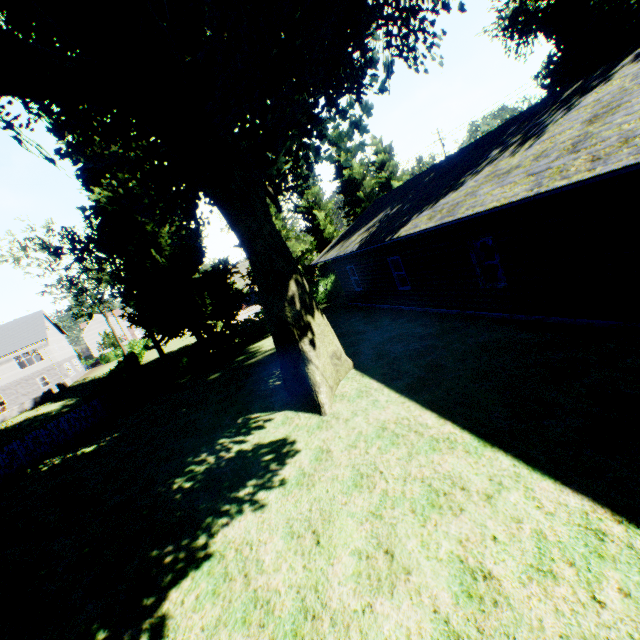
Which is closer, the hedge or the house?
the house

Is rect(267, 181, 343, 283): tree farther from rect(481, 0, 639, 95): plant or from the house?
the house

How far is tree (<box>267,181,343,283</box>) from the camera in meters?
26.2 m

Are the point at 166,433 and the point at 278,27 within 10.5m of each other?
no

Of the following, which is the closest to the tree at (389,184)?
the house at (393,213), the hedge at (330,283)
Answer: the hedge at (330,283)

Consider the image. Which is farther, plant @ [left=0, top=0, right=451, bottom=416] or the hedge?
the hedge

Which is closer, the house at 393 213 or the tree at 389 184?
the house at 393 213

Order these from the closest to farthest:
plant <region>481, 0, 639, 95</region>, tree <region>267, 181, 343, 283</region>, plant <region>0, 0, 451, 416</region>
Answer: plant <region>0, 0, 451, 416</region> → plant <region>481, 0, 639, 95</region> → tree <region>267, 181, 343, 283</region>
